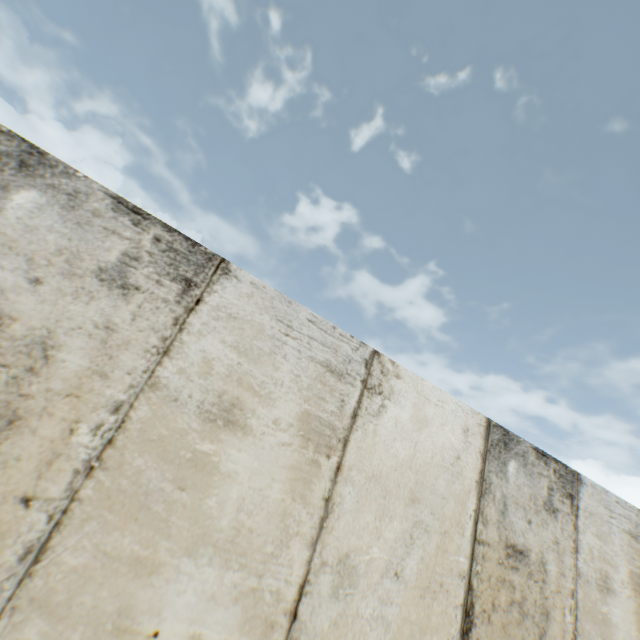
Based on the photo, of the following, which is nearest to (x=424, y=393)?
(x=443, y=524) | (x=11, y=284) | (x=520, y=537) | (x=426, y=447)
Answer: (x=426, y=447)
